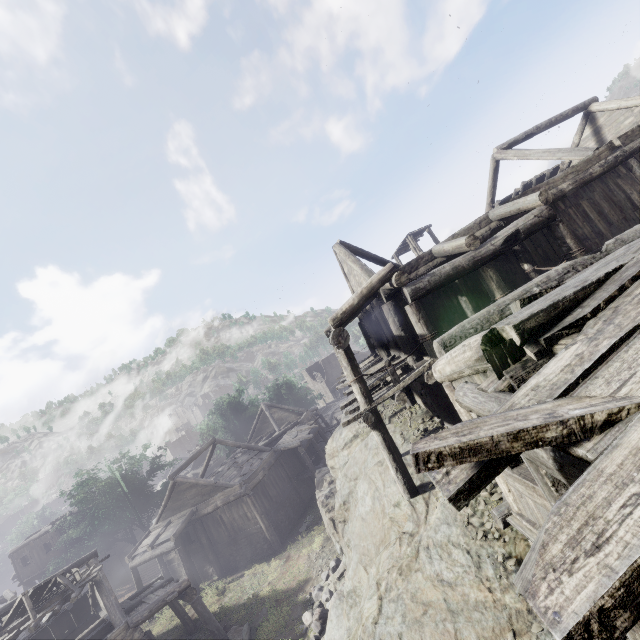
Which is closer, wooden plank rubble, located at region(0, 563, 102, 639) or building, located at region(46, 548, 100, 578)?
wooden plank rubble, located at region(0, 563, 102, 639)

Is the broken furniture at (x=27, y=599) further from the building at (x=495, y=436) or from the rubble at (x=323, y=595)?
the rubble at (x=323, y=595)

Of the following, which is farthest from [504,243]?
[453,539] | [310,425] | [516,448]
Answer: [310,425]

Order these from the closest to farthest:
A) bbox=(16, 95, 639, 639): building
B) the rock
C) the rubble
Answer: bbox=(16, 95, 639, 639): building < the rock < the rubble

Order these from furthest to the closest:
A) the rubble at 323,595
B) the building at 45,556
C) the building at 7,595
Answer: the building at 45,556 → the building at 7,595 → the rubble at 323,595

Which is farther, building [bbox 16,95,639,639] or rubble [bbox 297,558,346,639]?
rubble [bbox 297,558,346,639]

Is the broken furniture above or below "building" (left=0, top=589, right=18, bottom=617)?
above

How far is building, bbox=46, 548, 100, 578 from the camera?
15.4m
